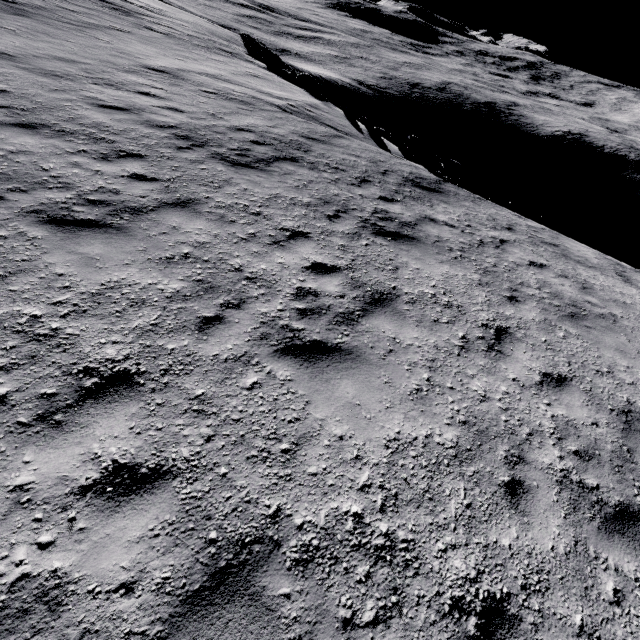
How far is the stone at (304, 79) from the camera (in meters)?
17.99

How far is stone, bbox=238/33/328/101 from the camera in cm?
1799

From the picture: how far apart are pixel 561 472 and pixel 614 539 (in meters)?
0.72

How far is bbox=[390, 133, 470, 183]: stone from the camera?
13.66m

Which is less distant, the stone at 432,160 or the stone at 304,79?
the stone at 432,160

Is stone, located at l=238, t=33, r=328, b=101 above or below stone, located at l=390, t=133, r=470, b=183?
above

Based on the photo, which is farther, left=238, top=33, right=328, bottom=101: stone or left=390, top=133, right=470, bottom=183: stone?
left=238, top=33, right=328, bottom=101: stone
